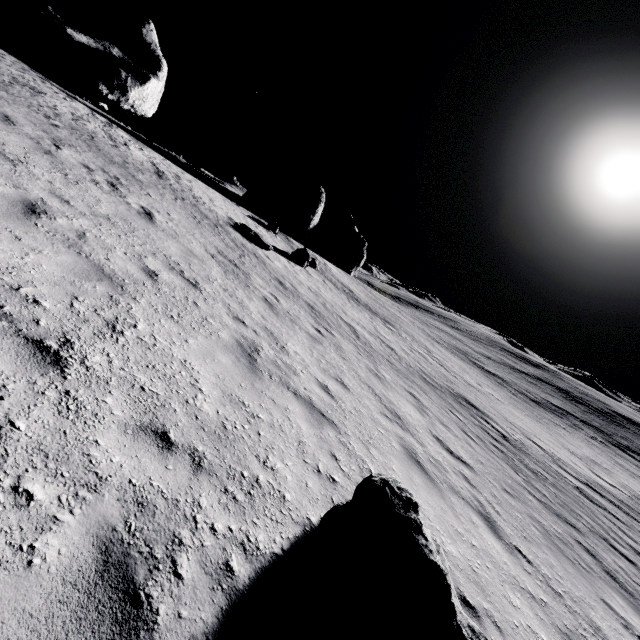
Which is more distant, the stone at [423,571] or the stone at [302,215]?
the stone at [302,215]

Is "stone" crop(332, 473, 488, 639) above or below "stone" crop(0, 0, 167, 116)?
below

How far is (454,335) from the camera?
53.3m

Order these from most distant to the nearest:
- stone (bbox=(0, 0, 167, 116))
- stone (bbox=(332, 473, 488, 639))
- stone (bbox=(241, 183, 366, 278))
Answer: stone (bbox=(241, 183, 366, 278)), stone (bbox=(0, 0, 167, 116)), stone (bbox=(332, 473, 488, 639))

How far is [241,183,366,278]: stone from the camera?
35.34m

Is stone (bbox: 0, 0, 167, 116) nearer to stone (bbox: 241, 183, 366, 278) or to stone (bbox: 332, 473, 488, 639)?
A: stone (bbox: 332, 473, 488, 639)

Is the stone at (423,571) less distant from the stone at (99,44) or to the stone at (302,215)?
the stone at (99,44)

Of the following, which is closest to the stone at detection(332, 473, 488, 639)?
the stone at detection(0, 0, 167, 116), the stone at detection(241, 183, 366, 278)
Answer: the stone at detection(0, 0, 167, 116)
